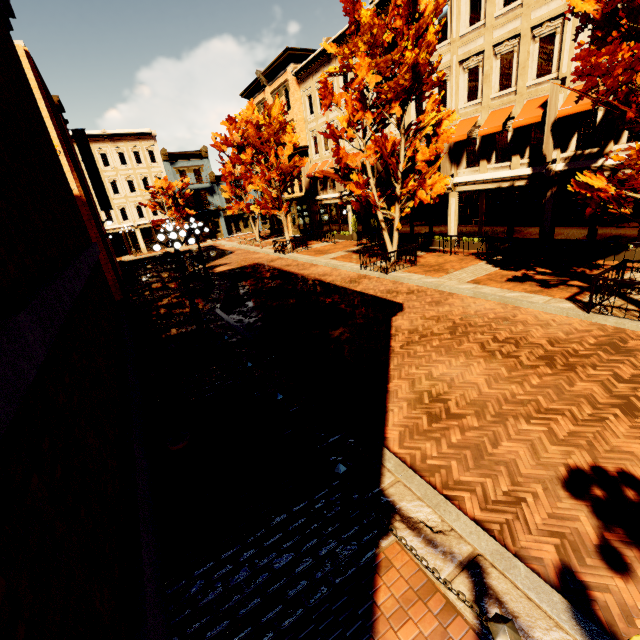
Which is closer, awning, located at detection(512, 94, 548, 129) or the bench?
the bench

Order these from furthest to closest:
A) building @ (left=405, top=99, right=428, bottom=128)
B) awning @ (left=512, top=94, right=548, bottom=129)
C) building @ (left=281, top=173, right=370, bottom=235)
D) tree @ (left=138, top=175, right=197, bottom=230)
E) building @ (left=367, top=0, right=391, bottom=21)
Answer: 1. tree @ (left=138, top=175, right=197, bottom=230)
2. building @ (left=281, top=173, right=370, bottom=235)
3. building @ (left=405, top=99, right=428, bottom=128)
4. building @ (left=367, top=0, right=391, bottom=21)
5. awning @ (left=512, top=94, right=548, bottom=129)

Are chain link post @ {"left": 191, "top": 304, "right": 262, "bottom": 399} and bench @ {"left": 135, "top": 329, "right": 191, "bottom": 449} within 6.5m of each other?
yes

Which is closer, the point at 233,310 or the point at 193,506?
the point at 193,506

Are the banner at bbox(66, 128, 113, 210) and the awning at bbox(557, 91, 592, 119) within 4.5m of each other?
no

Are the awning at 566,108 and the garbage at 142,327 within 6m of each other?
no

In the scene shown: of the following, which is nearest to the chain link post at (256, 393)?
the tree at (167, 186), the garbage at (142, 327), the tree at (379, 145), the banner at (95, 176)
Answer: the garbage at (142, 327)

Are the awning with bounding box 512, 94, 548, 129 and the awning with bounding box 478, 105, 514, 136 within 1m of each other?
yes
